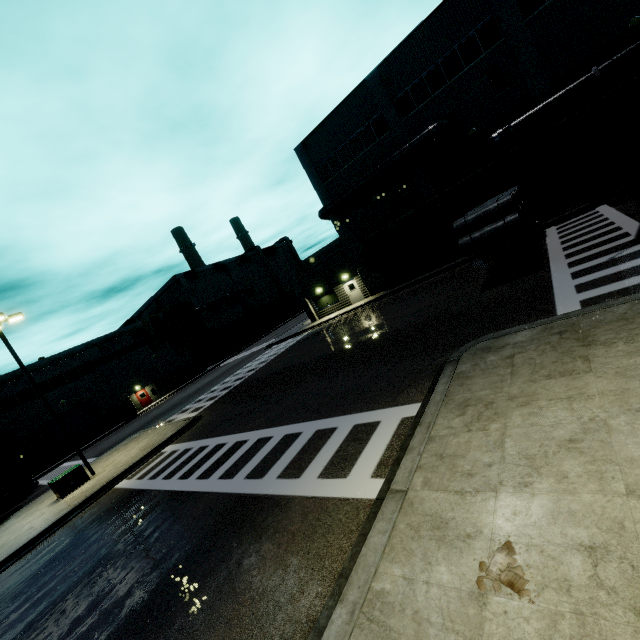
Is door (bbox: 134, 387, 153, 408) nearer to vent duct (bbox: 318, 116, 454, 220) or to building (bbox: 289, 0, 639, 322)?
building (bbox: 289, 0, 639, 322)

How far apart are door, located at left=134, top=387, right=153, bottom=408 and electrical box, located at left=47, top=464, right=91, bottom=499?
26.2 meters

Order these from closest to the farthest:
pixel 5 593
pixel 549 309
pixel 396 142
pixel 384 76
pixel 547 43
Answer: pixel 549 309 < pixel 5 593 < pixel 547 43 < pixel 384 76 < pixel 396 142

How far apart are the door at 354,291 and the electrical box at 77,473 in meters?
23.4 m

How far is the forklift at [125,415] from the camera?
38.4 meters

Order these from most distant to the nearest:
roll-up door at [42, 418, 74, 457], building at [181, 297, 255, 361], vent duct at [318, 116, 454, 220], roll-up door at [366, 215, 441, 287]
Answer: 1. building at [181, 297, 255, 361]
2. roll-up door at [42, 418, 74, 457]
3. roll-up door at [366, 215, 441, 287]
4. vent duct at [318, 116, 454, 220]

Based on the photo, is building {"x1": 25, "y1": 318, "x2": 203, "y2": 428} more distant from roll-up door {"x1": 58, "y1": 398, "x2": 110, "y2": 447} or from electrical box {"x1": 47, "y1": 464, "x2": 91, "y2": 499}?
electrical box {"x1": 47, "y1": 464, "x2": 91, "y2": 499}

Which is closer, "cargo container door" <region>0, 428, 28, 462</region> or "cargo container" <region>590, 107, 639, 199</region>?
"cargo container" <region>590, 107, 639, 199</region>
